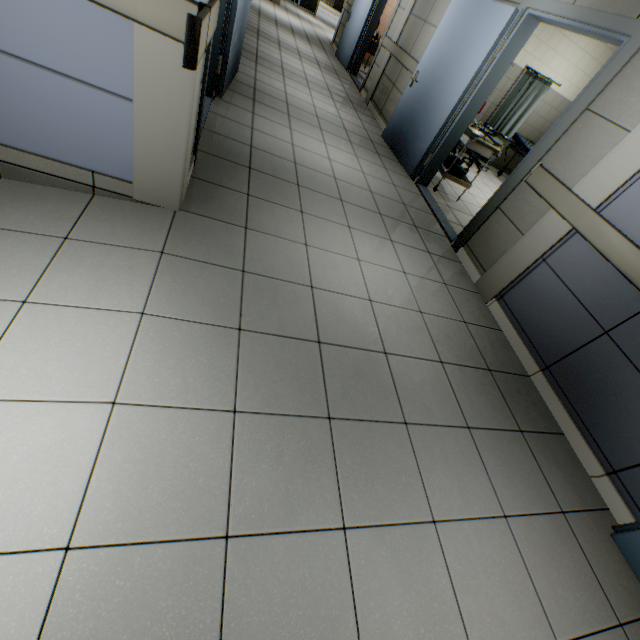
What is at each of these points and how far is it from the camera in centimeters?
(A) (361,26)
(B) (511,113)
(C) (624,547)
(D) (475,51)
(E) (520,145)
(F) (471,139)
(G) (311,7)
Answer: (A) door, 814cm
(B) medical screen, 698cm
(C) door, 188cm
(D) door, 398cm
(E) emergency stretcher, 730cm
(F) table, 448cm
(G) door, 1446cm

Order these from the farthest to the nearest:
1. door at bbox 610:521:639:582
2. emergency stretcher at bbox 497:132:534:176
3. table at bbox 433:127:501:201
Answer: emergency stretcher at bbox 497:132:534:176
table at bbox 433:127:501:201
door at bbox 610:521:639:582

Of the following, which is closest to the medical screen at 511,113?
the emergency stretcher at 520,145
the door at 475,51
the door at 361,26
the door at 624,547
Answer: the emergency stretcher at 520,145

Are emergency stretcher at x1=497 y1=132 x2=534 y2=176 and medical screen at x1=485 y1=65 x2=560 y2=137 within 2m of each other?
yes

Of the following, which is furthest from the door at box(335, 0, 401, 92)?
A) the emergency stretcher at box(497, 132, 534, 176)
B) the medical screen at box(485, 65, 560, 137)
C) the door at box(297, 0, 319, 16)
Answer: the door at box(297, 0, 319, 16)

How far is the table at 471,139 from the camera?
4.44m

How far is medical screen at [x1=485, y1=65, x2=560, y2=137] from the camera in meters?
6.5 m

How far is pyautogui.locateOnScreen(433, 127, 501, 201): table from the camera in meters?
4.4
